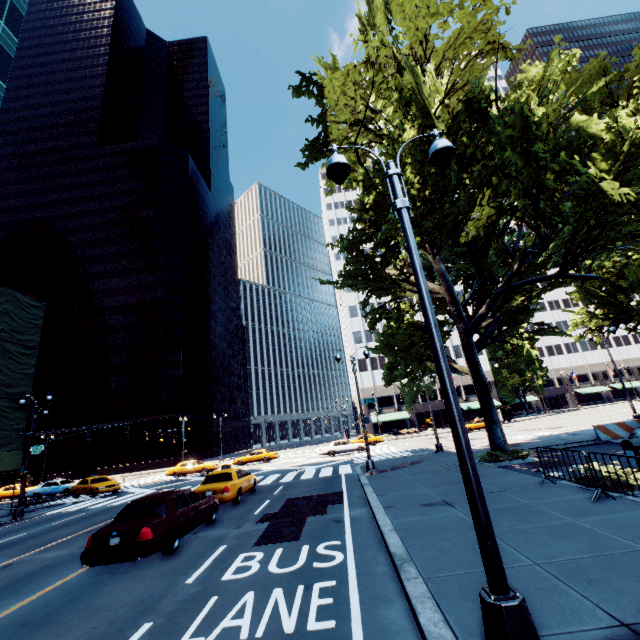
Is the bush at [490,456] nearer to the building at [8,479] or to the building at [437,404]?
the building at [437,404]

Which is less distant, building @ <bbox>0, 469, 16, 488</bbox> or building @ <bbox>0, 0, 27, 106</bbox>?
building @ <bbox>0, 0, 27, 106</bbox>

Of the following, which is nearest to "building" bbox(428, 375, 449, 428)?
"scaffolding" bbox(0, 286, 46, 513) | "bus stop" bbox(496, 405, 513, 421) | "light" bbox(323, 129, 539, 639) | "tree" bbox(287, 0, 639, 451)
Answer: "tree" bbox(287, 0, 639, 451)

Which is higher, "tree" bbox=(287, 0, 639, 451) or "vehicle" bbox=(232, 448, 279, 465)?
"tree" bbox=(287, 0, 639, 451)

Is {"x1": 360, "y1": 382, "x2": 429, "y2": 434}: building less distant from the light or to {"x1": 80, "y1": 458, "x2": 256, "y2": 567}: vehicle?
{"x1": 80, "y1": 458, "x2": 256, "y2": 567}: vehicle

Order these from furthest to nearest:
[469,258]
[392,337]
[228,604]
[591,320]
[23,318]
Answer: [23,318]
[591,320]
[469,258]
[392,337]
[228,604]

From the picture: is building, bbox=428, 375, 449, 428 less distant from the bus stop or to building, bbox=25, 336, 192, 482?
the bus stop

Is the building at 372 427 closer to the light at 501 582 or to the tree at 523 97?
the tree at 523 97
